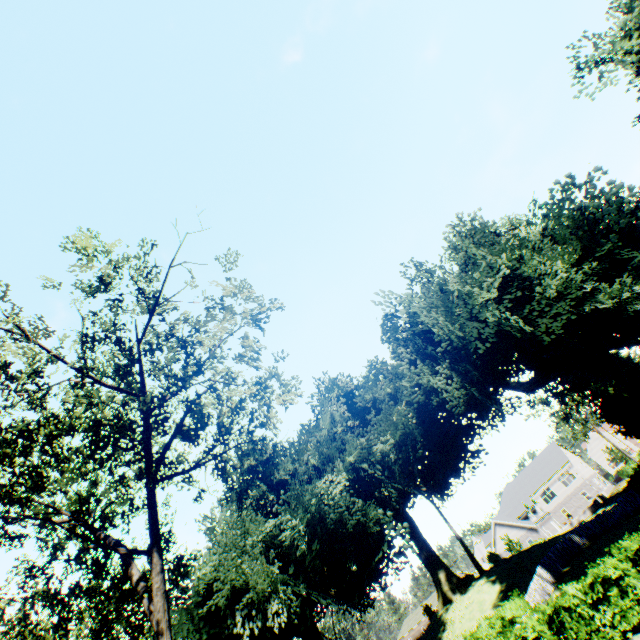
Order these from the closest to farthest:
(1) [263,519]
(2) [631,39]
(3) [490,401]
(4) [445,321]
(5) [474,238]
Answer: (4) [445,321] < (3) [490,401] < (2) [631,39] < (1) [263,519] < (5) [474,238]

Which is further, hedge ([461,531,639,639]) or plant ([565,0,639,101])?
plant ([565,0,639,101])

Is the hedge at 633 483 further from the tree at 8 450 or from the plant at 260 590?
the tree at 8 450

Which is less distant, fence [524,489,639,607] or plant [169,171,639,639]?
plant [169,171,639,639]

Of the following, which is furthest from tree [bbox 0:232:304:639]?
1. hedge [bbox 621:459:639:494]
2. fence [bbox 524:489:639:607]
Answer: hedge [bbox 621:459:639:494]

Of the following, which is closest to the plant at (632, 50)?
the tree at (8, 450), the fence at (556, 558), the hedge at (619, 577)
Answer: the fence at (556, 558)

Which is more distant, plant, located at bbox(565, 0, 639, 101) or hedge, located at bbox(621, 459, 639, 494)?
hedge, located at bbox(621, 459, 639, 494)

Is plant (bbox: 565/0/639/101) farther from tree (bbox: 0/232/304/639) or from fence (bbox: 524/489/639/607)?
tree (bbox: 0/232/304/639)
